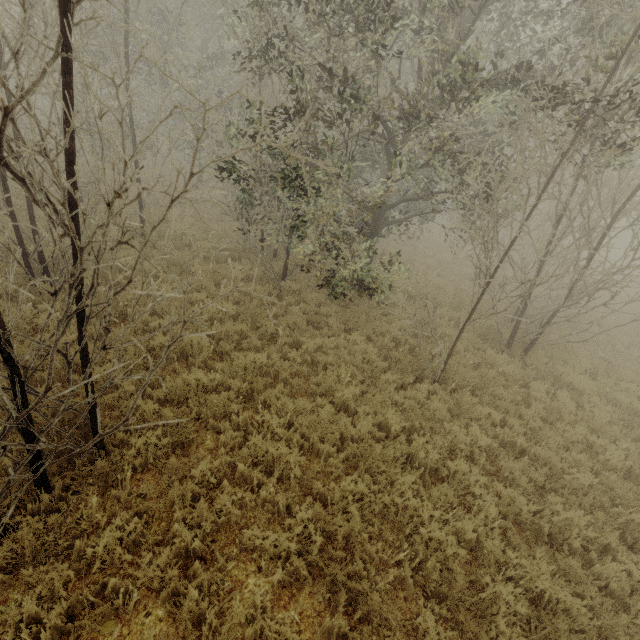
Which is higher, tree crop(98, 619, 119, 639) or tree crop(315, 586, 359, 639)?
tree crop(315, 586, 359, 639)

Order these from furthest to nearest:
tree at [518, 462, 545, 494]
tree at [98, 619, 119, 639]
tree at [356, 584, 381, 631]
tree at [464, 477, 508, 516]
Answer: tree at [518, 462, 545, 494] < tree at [464, 477, 508, 516] < tree at [356, 584, 381, 631] < tree at [98, 619, 119, 639]

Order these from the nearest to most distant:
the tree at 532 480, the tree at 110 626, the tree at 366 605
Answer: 1. the tree at 110 626
2. the tree at 366 605
3. the tree at 532 480

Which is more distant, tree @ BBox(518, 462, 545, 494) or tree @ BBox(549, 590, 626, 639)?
tree @ BBox(518, 462, 545, 494)

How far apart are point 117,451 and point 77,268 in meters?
3.1

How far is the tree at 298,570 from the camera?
3.8 meters
